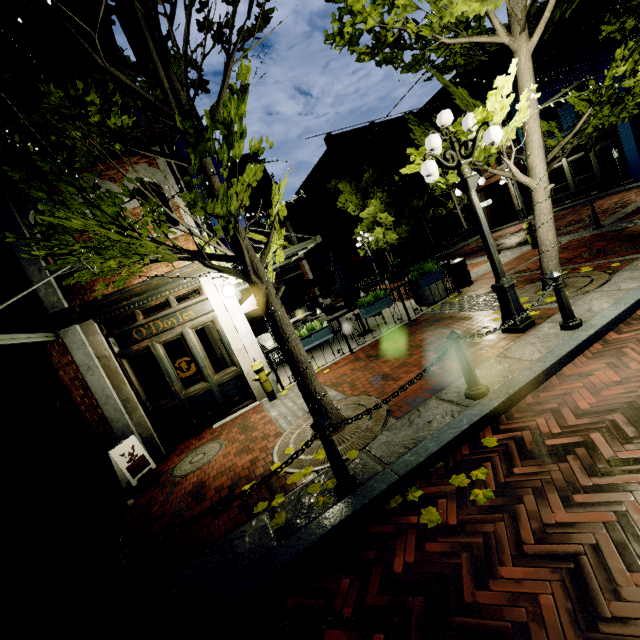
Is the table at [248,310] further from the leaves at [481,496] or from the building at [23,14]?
the leaves at [481,496]

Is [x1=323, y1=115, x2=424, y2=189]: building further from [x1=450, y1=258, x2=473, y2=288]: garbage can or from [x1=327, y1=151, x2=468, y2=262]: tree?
[x1=450, y1=258, x2=473, y2=288]: garbage can

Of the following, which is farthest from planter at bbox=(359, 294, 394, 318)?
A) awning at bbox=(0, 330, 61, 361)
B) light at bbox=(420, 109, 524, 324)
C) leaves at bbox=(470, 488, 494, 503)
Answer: awning at bbox=(0, 330, 61, 361)

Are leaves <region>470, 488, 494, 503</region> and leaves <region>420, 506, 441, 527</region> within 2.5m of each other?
yes

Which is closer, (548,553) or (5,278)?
(548,553)

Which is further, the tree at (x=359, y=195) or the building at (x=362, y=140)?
the building at (x=362, y=140)

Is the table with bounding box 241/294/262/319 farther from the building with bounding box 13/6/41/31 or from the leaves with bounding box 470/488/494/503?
the leaves with bounding box 470/488/494/503

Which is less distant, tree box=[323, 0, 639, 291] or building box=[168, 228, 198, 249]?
tree box=[323, 0, 639, 291]
